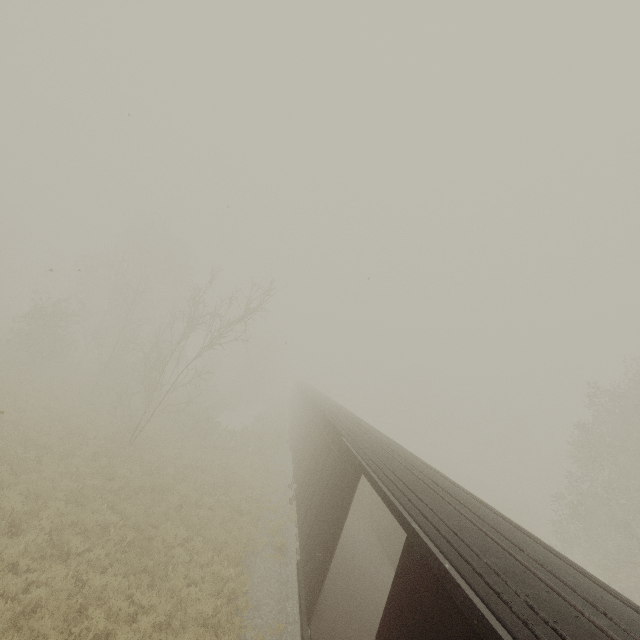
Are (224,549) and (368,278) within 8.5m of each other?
no

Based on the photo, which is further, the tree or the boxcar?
the tree

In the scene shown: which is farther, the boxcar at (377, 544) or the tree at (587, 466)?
the tree at (587, 466)
